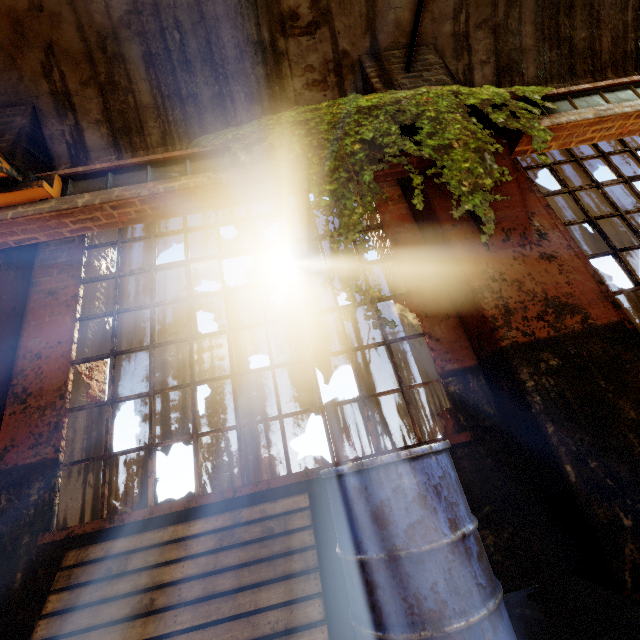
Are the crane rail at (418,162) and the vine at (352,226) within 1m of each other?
yes

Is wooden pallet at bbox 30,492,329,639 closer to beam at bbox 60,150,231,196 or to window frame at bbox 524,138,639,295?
beam at bbox 60,150,231,196

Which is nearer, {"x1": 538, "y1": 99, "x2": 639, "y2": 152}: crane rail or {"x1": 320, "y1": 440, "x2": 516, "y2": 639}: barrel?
{"x1": 320, "y1": 440, "x2": 516, "y2": 639}: barrel

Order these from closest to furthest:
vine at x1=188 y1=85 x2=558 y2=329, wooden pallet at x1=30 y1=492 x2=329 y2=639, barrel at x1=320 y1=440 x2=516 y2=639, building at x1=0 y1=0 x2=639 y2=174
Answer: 1. barrel at x1=320 y1=440 x2=516 y2=639
2. wooden pallet at x1=30 y1=492 x2=329 y2=639
3. vine at x1=188 y1=85 x2=558 y2=329
4. building at x1=0 y1=0 x2=639 y2=174

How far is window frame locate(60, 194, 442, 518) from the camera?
2.5 meters

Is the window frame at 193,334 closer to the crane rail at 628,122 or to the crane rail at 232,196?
the crane rail at 232,196

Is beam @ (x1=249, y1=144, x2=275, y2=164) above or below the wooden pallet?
above

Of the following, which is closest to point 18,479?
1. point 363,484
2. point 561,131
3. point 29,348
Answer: point 29,348
